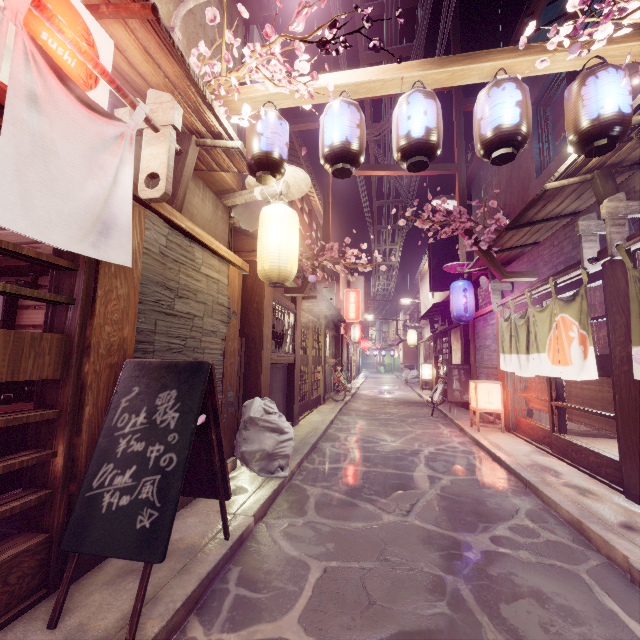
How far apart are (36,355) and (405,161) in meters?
6.3 m

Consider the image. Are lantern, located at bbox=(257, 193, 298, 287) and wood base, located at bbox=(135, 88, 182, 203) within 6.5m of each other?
yes

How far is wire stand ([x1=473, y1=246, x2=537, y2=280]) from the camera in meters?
11.5 m

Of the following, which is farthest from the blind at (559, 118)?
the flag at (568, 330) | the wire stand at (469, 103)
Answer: the flag at (568, 330)

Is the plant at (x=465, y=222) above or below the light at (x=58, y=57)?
above

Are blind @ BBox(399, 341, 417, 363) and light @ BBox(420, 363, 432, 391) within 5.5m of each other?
no

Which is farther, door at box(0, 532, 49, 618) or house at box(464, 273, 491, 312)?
house at box(464, 273, 491, 312)

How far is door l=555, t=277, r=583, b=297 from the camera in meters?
8.6
